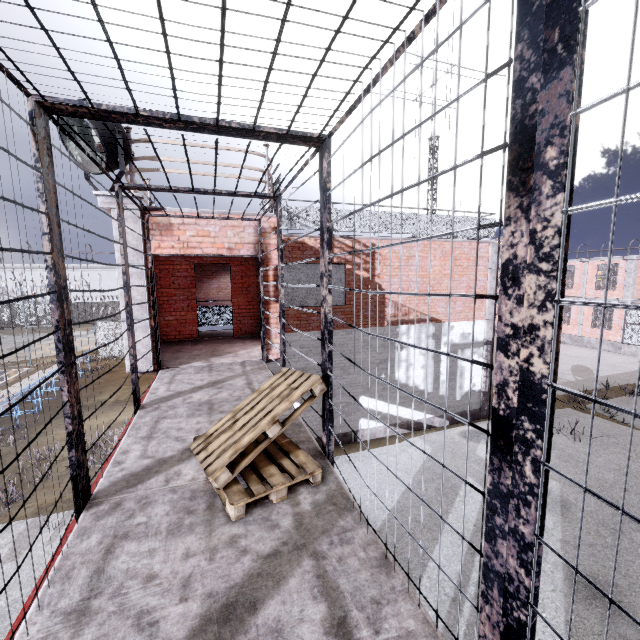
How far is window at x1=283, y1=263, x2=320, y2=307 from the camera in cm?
1012

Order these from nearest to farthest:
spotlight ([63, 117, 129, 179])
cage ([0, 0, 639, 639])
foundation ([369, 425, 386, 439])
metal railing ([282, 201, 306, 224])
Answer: cage ([0, 0, 639, 639])
spotlight ([63, 117, 129, 179])
metal railing ([282, 201, 306, 224])
foundation ([369, 425, 386, 439])

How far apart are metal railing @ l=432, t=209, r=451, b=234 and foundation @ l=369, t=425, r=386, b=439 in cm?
678

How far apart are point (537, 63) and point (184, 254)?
6.16m

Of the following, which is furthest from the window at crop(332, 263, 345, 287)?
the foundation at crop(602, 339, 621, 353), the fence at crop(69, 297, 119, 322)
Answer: the foundation at crop(602, 339, 621, 353)

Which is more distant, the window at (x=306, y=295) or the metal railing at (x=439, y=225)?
the metal railing at (x=439, y=225)

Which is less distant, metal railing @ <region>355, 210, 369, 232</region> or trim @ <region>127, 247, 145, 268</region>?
trim @ <region>127, 247, 145, 268</region>

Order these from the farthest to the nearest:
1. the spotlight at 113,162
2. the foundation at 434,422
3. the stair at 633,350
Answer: the stair at 633,350 → the foundation at 434,422 → the spotlight at 113,162
